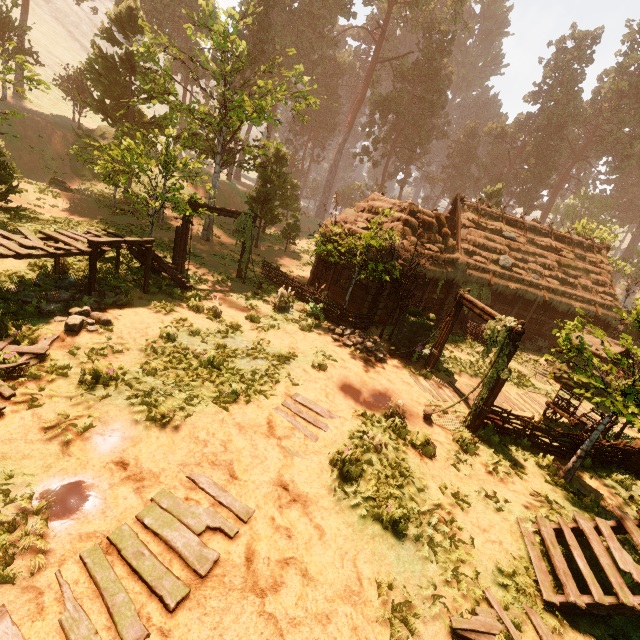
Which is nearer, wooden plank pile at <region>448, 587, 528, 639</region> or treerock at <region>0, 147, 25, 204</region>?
wooden plank pile at <region>448, 587, 528, 639</region>

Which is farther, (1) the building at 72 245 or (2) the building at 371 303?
(2) the building at 371 303

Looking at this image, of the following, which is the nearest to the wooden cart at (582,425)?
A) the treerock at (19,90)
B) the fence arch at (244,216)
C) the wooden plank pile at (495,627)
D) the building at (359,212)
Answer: the building at (359,212)

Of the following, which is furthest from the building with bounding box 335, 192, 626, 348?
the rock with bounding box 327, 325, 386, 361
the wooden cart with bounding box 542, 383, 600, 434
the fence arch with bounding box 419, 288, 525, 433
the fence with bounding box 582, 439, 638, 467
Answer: the fence arch with bounding box 419, 288, 525, 433

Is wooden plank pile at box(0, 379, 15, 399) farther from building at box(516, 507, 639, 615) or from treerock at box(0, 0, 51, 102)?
treerock at box(0, 0, 51, 102)

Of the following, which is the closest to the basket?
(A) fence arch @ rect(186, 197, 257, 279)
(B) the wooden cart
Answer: (B) the wooden cart

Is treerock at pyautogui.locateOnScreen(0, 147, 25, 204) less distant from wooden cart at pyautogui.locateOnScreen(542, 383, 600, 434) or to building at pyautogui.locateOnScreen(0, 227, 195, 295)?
building at pyautogui.locateOnScreen(0, 227, 195, 295)

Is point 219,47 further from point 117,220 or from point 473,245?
point 473,245
